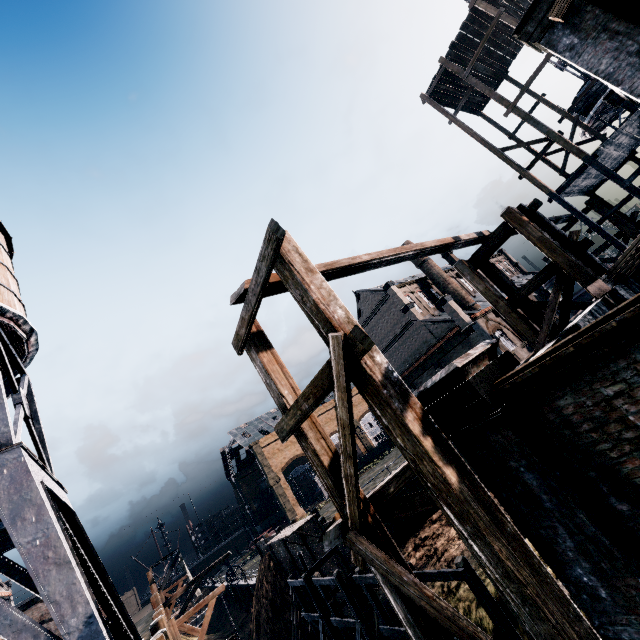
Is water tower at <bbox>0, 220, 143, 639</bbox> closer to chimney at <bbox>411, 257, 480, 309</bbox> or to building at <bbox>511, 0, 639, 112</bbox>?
building at <bbox>511, 0, 639, 112</bbox>

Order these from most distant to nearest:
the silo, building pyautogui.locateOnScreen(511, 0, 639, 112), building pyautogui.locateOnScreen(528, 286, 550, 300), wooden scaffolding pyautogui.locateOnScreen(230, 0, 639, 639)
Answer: building pyautogui.locateOnScreen(528, 286, 550, 300) → the silo → building pyautogui.locateOnScreen(511, 0, 639, 112) → wooden scaffolding pyautogui.locateOnScreen(230, 0, 639, 639)

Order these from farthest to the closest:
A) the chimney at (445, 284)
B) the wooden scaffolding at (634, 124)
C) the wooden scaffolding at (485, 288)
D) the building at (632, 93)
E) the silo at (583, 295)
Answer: the silo at (583, 295) < the chimney at (445, 284) < the wooden scaffolding at (634, 124) < the building at (632, 93) < the wooden scaffolding at (485, 288)

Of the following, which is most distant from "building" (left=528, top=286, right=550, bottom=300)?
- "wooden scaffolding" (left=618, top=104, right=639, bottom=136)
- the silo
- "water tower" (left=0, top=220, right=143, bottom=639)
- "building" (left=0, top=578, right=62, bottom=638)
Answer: "water tower" (left=0, top=220, right=143, bottom=639)

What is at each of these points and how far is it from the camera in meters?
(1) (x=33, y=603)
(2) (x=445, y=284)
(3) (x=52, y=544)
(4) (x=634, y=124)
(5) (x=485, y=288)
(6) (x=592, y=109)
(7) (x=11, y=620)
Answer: (1) building, 36.7
(2) chimney, 46.1
(3) water tower, 8.3
(4) wooden scaffolding, 17.5
(5) wooden scaffolding, 15.9
(6) crane, 30.2
(7) water tower, 7.4

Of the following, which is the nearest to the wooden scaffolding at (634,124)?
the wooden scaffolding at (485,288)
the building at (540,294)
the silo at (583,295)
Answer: the wooden scaffolding at (485,288)

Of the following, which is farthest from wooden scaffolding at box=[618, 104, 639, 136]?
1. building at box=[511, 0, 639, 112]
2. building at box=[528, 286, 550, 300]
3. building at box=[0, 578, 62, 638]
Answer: building at box=[0, 578, 62, 638]

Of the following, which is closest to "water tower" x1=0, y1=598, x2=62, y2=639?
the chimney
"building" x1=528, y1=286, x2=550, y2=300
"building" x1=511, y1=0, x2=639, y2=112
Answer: "building" x1=511, y1=0, x2=639, y2=112
